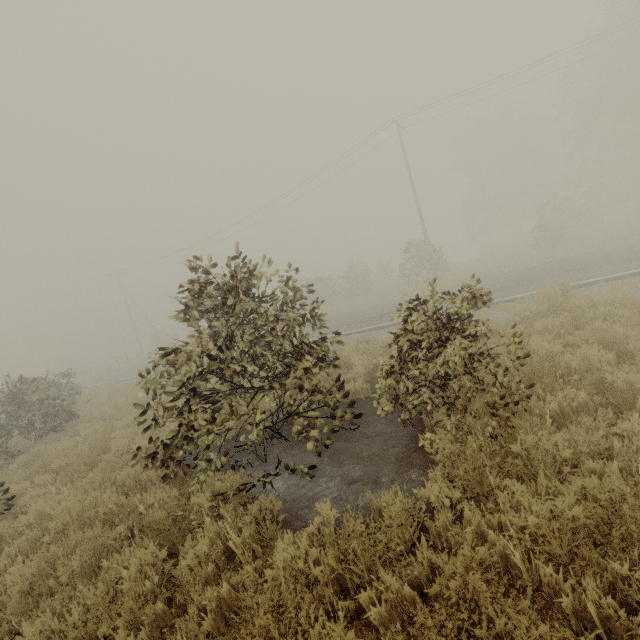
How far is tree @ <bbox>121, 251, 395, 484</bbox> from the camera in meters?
4.6

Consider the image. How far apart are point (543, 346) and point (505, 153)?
41.10m

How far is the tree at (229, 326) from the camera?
4.6 meters
